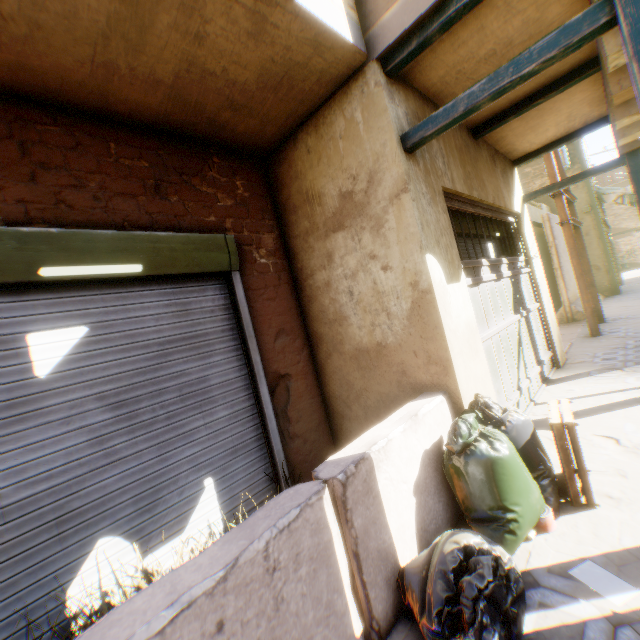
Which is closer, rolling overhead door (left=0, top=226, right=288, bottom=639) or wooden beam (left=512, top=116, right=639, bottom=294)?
rolling overhead door (left=0, top=226, right=288, bottom=639)

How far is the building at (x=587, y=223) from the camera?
13.6 meters

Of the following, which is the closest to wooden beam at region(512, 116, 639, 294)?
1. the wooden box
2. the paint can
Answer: the wooden box

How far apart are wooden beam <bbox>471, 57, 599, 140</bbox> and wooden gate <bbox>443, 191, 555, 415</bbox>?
0.6 meters

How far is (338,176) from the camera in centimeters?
325cm

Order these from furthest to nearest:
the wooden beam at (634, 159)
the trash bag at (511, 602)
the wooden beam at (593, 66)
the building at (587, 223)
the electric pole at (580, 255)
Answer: the building at (587, 223), the electric pole at (580, 255), the wooden beam at (634, 159), the wooden beam at (593, 66), the trash bag at (511, 602)

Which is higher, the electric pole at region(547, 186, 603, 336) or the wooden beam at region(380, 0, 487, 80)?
the wooden beam at region(380, 0, 487, 80)

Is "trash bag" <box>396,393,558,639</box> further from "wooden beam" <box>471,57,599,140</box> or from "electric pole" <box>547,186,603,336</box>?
"electric pole" <box>547,186,603,336</box>
